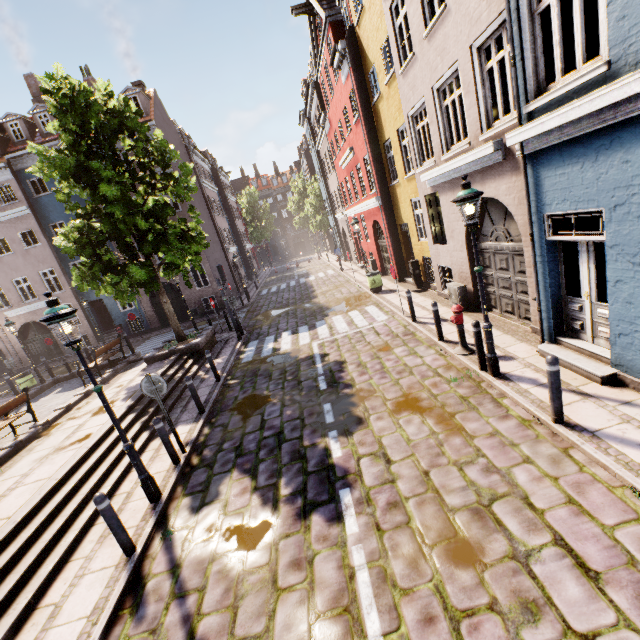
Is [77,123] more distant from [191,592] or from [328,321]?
[191,592]

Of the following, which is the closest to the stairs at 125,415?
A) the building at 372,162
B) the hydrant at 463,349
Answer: the hydrant at 463,349

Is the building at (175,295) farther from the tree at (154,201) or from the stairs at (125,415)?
the stairs at (125,415)

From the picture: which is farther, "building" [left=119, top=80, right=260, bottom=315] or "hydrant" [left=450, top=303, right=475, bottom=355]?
"building" [left=119, top=80, right=260, bottom=315]

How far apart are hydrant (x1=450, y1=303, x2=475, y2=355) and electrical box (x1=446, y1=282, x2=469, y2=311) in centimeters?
271cm

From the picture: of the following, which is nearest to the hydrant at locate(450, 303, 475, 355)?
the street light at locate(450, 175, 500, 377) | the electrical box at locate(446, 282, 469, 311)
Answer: the street light at locate(450, 175, 500, 377)

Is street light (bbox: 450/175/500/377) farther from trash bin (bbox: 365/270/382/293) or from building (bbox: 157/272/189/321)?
building (bbox: 157/272/189/321)

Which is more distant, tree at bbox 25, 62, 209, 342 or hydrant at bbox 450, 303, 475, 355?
tree at bbox 25, 62, 209, 342
